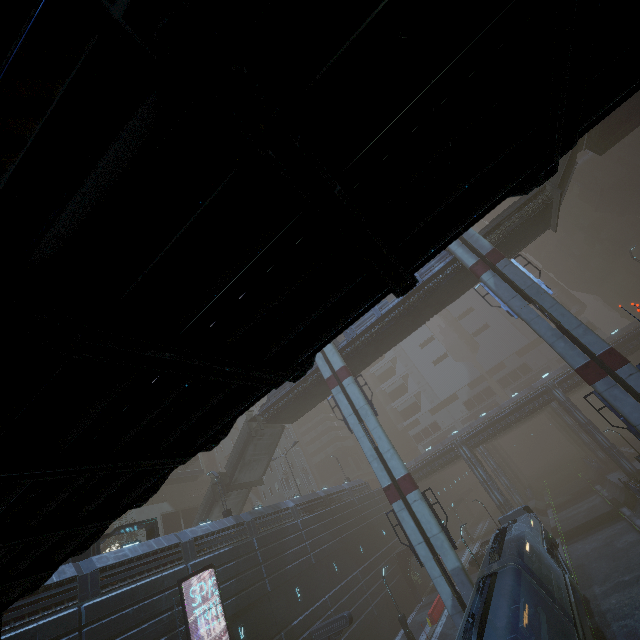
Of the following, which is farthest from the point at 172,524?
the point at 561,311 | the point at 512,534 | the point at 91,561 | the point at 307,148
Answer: the point at 307,148

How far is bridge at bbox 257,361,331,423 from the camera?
29.2 meters

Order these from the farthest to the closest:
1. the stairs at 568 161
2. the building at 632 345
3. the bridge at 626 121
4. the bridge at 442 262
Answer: the building at 632 345, the bridge at 442 262, the bridge at 626 121, the stairs at 568 161

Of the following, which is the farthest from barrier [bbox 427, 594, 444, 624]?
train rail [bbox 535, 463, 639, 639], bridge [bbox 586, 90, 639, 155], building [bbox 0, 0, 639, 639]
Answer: bridge [bbox 586, 90, 639, 155]

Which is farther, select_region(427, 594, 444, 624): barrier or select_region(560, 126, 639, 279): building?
select_region(560, 126, 639, 279): building

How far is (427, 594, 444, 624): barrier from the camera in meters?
27.8

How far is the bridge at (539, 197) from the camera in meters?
23.2

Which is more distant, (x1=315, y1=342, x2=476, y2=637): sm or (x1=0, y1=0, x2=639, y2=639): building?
(x1=315, y1=342, x2=476, y2=637): sm
